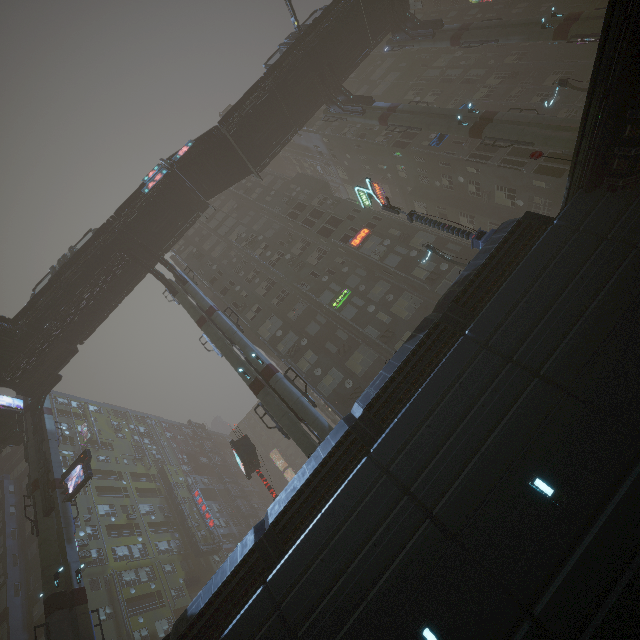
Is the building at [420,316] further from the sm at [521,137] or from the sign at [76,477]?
the sm at [521,137]

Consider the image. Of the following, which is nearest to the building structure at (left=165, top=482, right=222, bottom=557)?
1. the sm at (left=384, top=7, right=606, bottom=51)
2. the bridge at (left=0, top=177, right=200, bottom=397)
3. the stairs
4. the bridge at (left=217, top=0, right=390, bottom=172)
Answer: the bridge at (left=0, top=177, right=200, bottom=397)

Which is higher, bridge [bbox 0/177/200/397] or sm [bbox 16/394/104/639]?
bridge [bbox 0/177/200/397]

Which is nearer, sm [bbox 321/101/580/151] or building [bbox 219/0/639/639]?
building [bbox 219/0/639/639]

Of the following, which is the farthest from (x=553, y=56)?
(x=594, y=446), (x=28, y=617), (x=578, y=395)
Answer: (x=28, y=617)

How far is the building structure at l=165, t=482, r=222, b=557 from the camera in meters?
43.8 m

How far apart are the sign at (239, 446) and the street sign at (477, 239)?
20.7m

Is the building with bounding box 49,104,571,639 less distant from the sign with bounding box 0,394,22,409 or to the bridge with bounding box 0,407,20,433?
the bridge with bounding box 0,407,20,433
